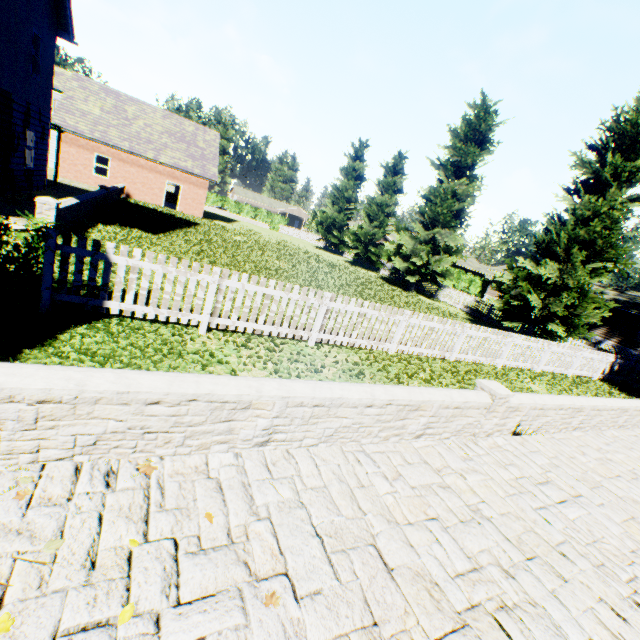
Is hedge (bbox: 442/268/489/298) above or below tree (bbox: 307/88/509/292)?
below

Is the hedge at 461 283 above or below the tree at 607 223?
below

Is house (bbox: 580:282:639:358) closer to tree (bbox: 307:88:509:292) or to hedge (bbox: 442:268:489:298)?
hedge (bbox: 442:268:489:298)

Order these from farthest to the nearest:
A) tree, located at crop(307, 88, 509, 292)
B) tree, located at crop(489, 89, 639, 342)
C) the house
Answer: the house → tree, located at crop(307, 88, 509, 292) → tree, located at crop(489, 89, 639, 342)

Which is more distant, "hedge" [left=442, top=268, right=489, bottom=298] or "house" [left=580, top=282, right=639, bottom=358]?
"hedge" [left=442, top=268, right=489, bottom=298]

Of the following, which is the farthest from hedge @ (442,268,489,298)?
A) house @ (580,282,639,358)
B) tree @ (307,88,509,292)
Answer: tree @ (307,88,509,292)

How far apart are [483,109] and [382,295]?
13.38m

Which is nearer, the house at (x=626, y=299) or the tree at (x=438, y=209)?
the tree at (x=438, y=209)
